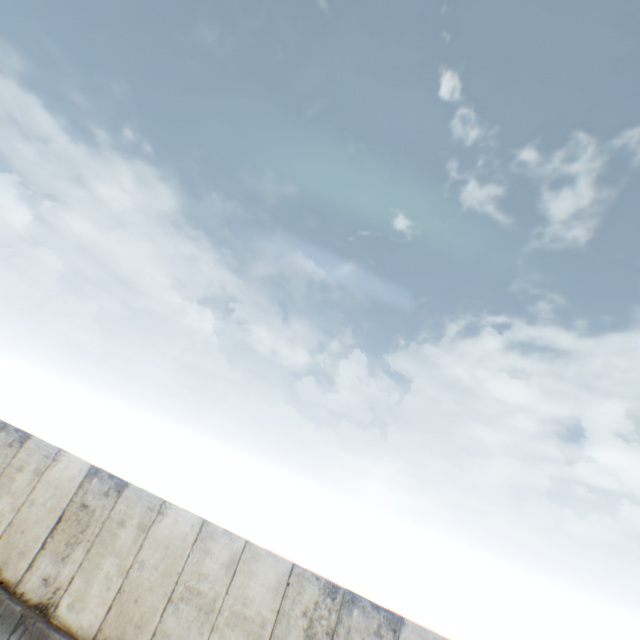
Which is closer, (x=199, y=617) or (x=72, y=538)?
(x=199, y=617)
